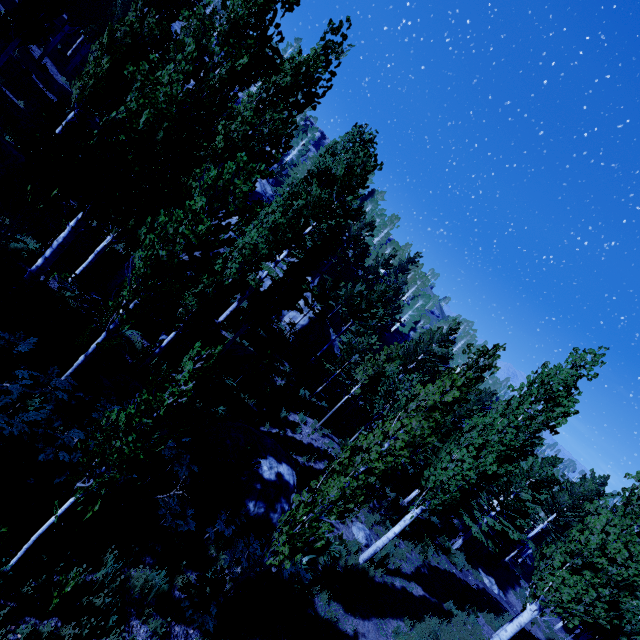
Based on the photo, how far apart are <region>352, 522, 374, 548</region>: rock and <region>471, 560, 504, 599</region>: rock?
13.7 meters

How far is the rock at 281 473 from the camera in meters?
10.4 m

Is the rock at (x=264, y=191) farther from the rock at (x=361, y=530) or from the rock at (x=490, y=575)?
the rock at (x=490, y=575)

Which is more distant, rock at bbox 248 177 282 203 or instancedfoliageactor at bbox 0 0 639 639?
rock at bbox 248 177 282 203

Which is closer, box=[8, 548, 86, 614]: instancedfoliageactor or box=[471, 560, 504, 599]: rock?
box=[8, 548, 86, 614]: instancedfoliageactor

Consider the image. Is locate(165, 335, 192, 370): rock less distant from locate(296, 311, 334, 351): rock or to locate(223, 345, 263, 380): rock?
locate(223, 345, 263, 380): rock

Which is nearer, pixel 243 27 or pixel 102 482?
pixel 102 482

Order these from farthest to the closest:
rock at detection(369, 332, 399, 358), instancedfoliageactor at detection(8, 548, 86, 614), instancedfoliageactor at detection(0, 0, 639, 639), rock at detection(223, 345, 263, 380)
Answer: rock at detection(369, 332, 399, 358) < rock at detection(223, 345, 263, 380) < instancedfoliageactor at detection(0, 0, 639, 639) < instancedfoliageactor at detection(8, 548, 86, 614)
